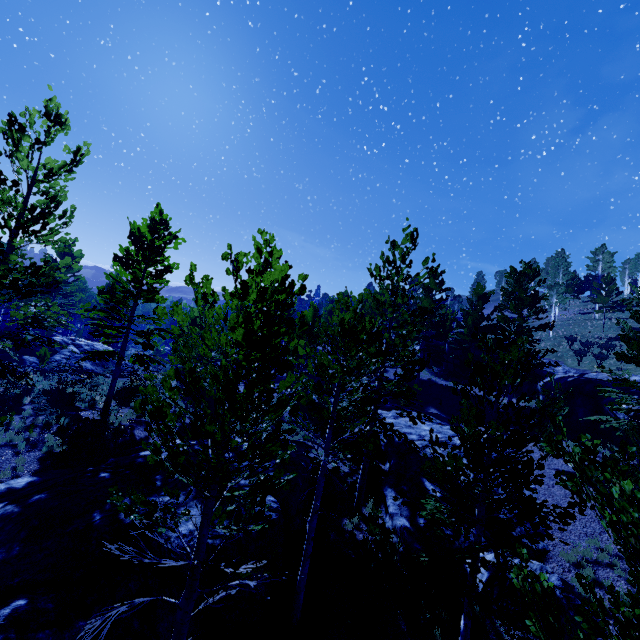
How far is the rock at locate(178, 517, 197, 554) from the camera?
8.2 meters

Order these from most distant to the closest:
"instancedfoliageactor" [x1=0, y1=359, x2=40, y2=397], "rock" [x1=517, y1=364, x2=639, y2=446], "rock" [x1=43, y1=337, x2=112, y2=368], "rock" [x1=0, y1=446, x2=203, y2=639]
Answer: "rock" [x1=43, y1=337, x2=112, y2=368]
"rock" [x1=517, y1=364, x2=639, y2=446]
"instancedfoliageactor" [x1=0, y1=359, x2=40, y2=397]
"rock" [x1=0, y1=446, x2=203, y2=639]

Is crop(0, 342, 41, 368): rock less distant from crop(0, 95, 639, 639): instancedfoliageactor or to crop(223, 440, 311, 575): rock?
crop(0, 95, 639, 639): instancedfoliageactor

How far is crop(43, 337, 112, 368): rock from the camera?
22.4 meters

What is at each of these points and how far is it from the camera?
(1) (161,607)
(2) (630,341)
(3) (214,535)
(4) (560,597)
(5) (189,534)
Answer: (1) rock, 7.5 meters
(2) instancedfoliageactor, 29.7 meters
(3) rock, 8.5 meters
(4) rock, 9.7 meters
(5) rock, 8.5 meters

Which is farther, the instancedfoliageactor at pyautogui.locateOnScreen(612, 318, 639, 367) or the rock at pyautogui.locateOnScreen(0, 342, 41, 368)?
the rock at pyautogui.locateOnScreen(0, 342, 41, 368)

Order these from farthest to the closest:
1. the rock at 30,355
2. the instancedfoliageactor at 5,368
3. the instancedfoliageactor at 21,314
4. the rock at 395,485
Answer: the rock at 30,355 < the rock at 395,485 < the instancedfoliageactor at 5,368 < the instancedfoliageactor at 21,314

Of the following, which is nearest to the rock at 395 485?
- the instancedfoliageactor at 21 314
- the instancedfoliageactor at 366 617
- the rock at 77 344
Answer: the instancedfoliageactor at 21 314
